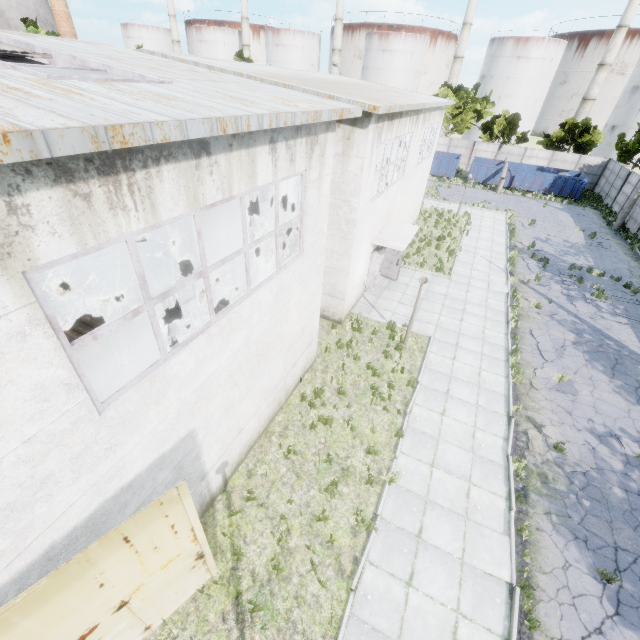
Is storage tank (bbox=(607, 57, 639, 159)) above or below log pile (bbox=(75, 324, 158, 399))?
above

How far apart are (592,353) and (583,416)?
4.3 meters

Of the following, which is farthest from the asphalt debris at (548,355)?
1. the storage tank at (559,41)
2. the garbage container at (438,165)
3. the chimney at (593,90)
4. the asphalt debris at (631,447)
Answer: the chimney at (593,90)

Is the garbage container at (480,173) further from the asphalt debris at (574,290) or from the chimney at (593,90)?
the chimney at (593,90)

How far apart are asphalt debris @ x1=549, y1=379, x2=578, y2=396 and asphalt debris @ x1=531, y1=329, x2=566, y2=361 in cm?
57

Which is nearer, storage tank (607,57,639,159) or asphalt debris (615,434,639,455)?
asphalt debris (615,434,639,455)

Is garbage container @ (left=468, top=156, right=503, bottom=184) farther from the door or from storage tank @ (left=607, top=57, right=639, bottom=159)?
the door

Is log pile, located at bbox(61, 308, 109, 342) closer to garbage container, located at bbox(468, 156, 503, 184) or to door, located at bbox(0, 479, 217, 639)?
door, located at bbox(0, 479, 217, 639)
